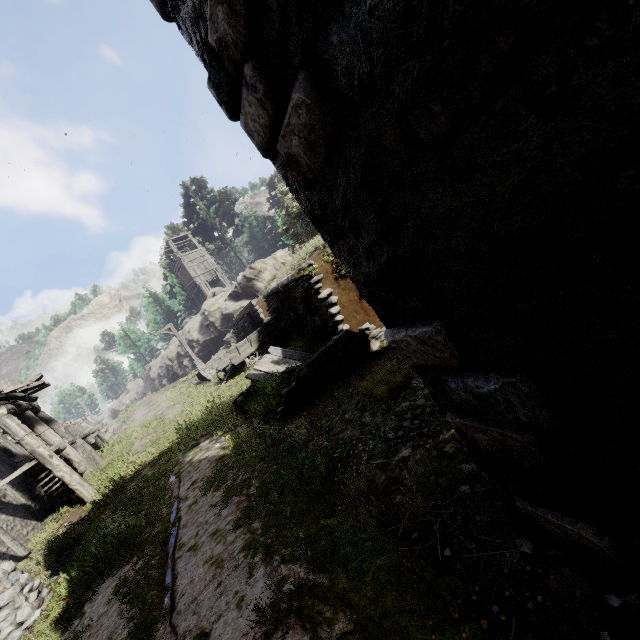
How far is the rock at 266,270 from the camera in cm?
2781

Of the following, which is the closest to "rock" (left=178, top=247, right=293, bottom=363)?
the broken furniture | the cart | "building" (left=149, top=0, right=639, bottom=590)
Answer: "building" (left=149, top=0, right=639, bottom=590)

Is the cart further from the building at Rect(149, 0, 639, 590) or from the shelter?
the building at Rect(149, 0, 639, 590)

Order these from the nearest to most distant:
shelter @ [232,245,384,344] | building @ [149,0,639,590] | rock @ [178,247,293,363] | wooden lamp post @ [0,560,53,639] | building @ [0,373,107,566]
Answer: building @ [149,0,639,590], wooden lamp post @ [0,560,53,639], shelter @ [232,245,384,344], building @ [0,373,107,566], rock @ [178,247,293,363]

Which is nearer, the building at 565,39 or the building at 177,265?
the building at 565,39

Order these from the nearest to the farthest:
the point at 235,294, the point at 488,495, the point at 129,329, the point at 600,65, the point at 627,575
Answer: the point at 600,65, the point at 627,575, the point at 488,495, the point at 235,294, the point at 129,329

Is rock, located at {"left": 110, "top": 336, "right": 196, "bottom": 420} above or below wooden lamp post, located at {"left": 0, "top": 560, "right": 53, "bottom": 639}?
above

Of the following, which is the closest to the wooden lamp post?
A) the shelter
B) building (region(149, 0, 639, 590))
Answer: the shelter
